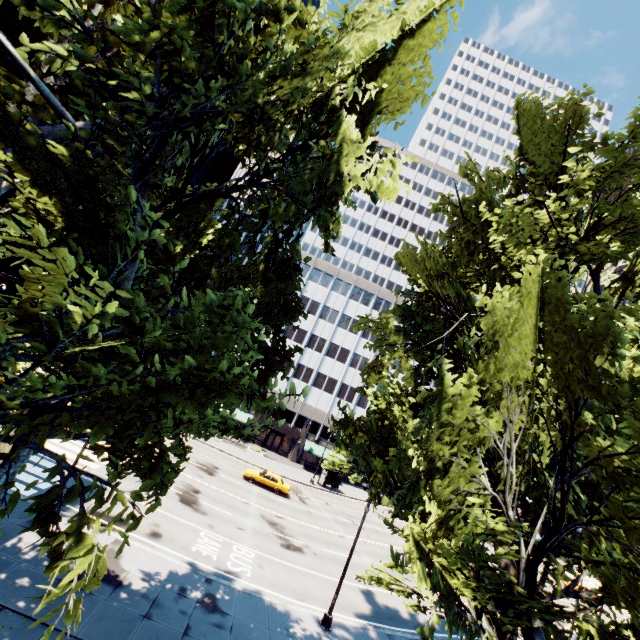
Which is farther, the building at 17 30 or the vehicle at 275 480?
the building at 17 30

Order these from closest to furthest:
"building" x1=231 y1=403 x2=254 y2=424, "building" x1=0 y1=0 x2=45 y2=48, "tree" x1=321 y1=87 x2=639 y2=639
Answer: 1. "tree" x1=321 y1=87 x2=639 y2=639
2. "building" x1=231 y1=403 x2=254 y2=424
3. "building" x1=0 y1=0 x2=45 y2=48

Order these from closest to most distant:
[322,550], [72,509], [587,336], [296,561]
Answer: [587,336]
[72,509]
[296,561]
[322,550]

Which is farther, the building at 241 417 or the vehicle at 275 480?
the building at 241 417

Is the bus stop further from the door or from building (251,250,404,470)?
the door

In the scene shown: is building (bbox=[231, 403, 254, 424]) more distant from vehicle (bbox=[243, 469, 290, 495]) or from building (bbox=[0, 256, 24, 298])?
building (bbox=[0, 256, 24, 298])

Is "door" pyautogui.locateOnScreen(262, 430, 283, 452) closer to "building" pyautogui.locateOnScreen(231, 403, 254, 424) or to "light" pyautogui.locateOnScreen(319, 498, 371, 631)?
"building" pyautogui.locateOnScreen(231, 403, 254, 424)

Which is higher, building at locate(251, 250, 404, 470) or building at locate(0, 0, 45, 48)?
building at locate(0, 0, 45, 48)
